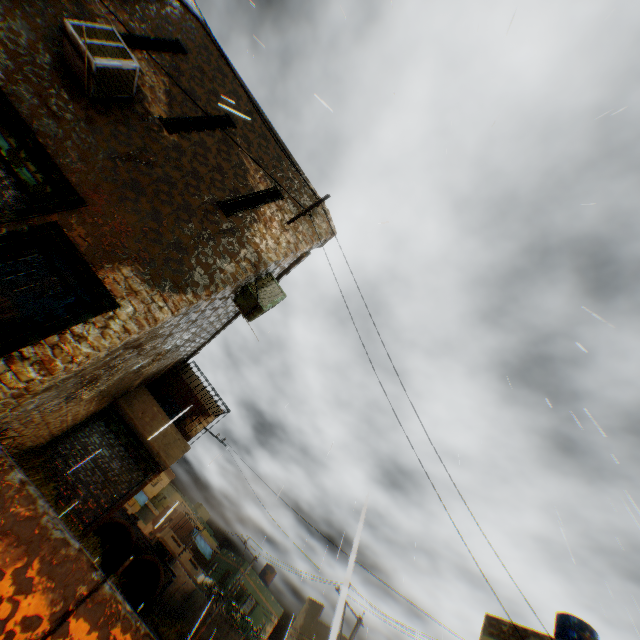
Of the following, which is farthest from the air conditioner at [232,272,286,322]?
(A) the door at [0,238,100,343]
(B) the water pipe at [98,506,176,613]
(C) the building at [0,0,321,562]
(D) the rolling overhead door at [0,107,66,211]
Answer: (B) the water pipe at [98,506,176,613]

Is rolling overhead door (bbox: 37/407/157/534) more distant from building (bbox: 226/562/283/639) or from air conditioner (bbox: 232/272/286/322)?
building (bbox: 226/562/283/639)

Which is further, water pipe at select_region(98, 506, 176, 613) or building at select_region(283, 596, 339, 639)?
water pipe at select_region(98, 506, 176, 613)

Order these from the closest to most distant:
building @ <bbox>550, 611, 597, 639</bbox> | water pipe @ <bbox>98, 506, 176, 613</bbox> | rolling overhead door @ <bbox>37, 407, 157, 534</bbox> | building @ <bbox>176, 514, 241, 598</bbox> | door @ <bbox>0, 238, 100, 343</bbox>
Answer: door @ <bbox>0, 238, 100, 343</bbox>, rolling overhead door @ <bbox>37, 407, 157, 534</bbox>, building @ <bbox>550, 611, 597, 639</bbox>, water pipe @ <bbox>98, 506, 176, 613</bbox>, building @ <bbox>176, 514, 241, 598</bbox>

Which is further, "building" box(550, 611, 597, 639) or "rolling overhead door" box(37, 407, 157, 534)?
"building" box(550, 611, 597, 639)

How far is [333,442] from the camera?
6.9m

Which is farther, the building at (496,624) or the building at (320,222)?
the building at (496,624)

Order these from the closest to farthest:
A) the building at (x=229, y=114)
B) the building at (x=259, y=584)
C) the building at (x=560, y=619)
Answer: the building at (x=229, y=114) → the building at (x=560, y=619) → the building at (x=259, y=584)
